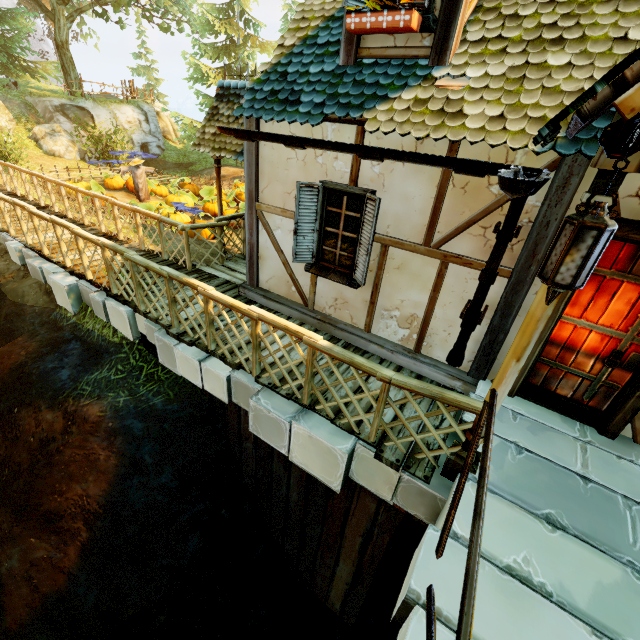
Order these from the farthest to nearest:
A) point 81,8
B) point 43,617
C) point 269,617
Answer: point 81,8 → point 269,617 → point 43,617

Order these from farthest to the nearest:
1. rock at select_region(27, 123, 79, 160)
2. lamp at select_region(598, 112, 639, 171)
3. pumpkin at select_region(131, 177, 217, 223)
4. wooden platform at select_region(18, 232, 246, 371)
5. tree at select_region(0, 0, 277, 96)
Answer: tree at select_region(0, 0, 277, 96) → rock at select_region(27, 123, 79, 160) → pumpkin at select_region(131, 177, 217, 223) → wooden platform at select_region(18, 232, 246, 371) → lamp at select_region(598, 112, 639, 171)

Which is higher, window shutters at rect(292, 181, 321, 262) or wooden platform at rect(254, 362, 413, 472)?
window shutters at rect(292, 181, 321, 262)

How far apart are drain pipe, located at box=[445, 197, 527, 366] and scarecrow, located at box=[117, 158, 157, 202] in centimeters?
1415cm

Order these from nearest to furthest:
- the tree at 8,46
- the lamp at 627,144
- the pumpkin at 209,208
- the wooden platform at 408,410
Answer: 1. the lamp at 627,144
2. the wooden platform at 408,410
3. the pumpkin at 209,208
4. the tree at 8,46

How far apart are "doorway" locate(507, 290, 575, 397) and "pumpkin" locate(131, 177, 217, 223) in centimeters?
1398cm

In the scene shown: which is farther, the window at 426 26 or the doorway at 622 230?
the window at 426 26

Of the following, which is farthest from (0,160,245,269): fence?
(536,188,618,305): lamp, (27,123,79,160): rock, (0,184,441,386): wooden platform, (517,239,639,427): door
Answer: (27,123,79,160): rock
